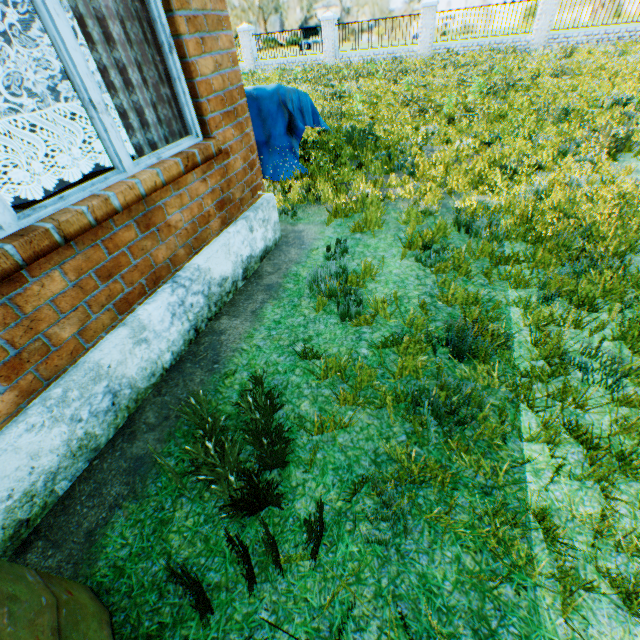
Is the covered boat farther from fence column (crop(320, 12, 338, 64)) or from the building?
fence column (crop(320, 12, 338, 64))

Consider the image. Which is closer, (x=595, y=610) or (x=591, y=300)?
(x=595, y=610)

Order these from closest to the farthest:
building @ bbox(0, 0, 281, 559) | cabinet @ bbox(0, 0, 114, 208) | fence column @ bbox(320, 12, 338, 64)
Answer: building @ bbox(0, 0, 281, 559) < cabinet @ bbox(0, 0, 114, 208) < fence column @ bbox(320, 12, 338, 64)

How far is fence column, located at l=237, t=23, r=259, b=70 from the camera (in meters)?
20.17

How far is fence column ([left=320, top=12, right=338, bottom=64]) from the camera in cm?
1844

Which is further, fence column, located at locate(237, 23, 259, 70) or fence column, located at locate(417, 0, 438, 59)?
fence column, located at locate(237, 23, 259, 70)

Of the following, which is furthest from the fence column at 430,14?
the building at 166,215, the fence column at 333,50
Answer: the building at 166,215

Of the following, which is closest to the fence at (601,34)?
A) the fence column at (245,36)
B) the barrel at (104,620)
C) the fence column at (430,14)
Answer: the fence column at (430,14)
